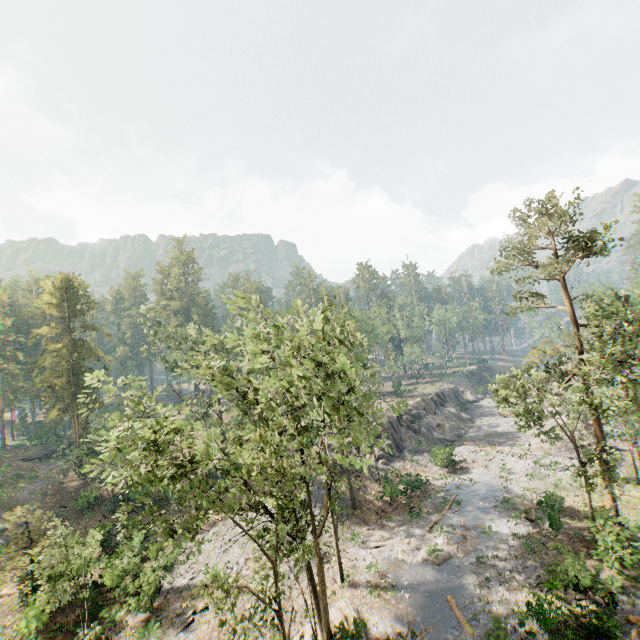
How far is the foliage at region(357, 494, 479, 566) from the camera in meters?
23.8

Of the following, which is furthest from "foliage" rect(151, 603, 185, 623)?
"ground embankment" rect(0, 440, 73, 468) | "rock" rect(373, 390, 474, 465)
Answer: "rock" rect(373, 390, 474, 465)

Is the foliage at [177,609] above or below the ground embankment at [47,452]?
below

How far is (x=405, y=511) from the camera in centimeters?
3095cm

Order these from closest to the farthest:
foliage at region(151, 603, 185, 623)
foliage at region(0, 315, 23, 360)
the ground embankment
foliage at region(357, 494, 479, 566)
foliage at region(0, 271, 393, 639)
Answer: foliage at region(0, 271, 393, 639), foliage at region(151, 603, 185, 623), foliage at region(357, 494, 479, 566), foliage at region(0, 315, 23, 360), the ground embankment

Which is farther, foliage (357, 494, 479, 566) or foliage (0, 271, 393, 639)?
foliage (357, 494, 479, 566)

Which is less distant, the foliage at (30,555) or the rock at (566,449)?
the foliage at (30,555)
